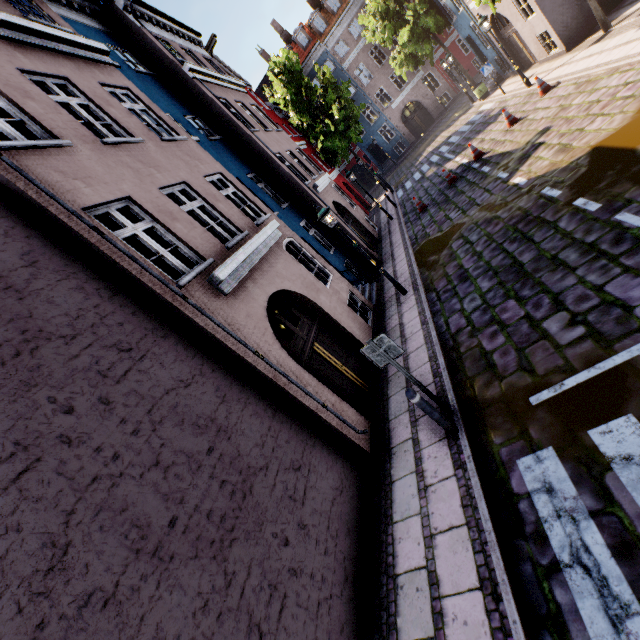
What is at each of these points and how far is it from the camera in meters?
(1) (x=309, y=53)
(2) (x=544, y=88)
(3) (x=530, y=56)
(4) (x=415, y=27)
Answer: (1) building, 32.5
(2) traffic cone, 12.6
(3) building, 16.8
(4) tree, 21.6

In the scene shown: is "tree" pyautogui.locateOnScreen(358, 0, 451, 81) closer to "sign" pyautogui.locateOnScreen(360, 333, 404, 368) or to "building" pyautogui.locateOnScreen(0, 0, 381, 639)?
"building" pyautogui.locateOnScreen(0, 0, 381, 639)

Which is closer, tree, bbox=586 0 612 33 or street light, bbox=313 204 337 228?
street light, bbox=313 204 337 228

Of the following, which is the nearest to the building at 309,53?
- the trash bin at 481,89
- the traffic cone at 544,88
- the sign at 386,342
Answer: the trash bin at 481,89

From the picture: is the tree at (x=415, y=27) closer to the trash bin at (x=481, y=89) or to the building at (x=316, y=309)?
the trash bin at (x=481, y=89)

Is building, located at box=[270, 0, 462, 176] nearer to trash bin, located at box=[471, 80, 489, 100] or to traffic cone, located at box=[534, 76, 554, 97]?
trash bin, located at box=[471, 80, 489, 100]

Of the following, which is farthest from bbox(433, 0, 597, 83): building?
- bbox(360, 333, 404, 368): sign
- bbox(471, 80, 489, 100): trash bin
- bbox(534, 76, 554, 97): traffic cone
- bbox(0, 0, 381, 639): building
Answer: bbox(0, 0, 381, 639): building

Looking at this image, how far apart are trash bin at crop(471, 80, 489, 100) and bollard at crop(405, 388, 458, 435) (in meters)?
24.14
